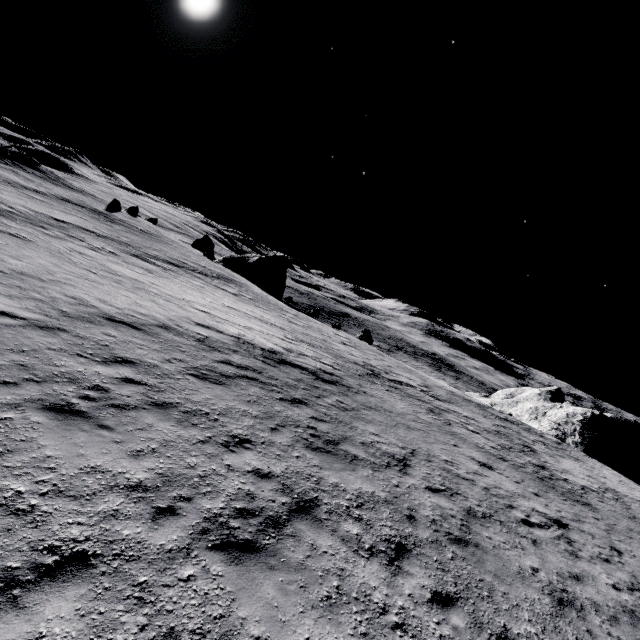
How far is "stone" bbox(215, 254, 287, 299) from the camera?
48.0 meters

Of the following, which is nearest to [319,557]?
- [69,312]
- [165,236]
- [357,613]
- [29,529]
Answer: [357,613]

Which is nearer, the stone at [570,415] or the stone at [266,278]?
the stone at [570,415]

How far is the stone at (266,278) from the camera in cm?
4801

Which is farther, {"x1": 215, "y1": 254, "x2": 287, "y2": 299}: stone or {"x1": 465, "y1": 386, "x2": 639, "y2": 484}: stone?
{"x1": 215, "y1": 254, "x2": 287, "y2": 299}: stone
